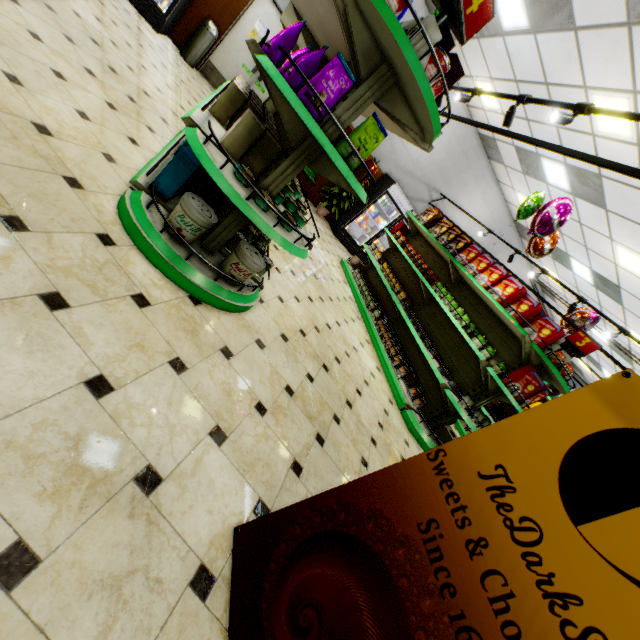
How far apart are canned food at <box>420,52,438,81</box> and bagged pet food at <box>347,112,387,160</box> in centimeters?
30cm

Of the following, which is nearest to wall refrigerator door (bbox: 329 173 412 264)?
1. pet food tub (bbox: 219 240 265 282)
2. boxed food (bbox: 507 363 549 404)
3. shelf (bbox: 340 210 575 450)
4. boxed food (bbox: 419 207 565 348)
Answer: shelf (bbox: 340 210 575 450)

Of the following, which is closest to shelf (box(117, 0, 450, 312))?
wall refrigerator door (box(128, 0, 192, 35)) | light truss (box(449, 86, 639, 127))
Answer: light truss (box(449, 86, 639, 127))

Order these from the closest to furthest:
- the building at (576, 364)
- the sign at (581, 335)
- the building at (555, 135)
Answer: the sign at (581, 335) → the building at (555, 135) → the building at (576, 364)

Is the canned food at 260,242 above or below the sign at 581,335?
below

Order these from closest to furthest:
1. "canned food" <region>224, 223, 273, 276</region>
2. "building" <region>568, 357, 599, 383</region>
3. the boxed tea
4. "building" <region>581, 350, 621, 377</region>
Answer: "canned food" <region>224, 223, 273, 276</region>
the boxed tea
"building" <region>581, 350, 621, 377</region>
"building" <region>568, 357, 599, 383</region>

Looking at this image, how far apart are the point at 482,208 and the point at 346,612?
12.38m

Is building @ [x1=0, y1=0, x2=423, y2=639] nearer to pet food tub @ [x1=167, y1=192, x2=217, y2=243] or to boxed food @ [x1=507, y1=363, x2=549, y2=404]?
pet food tub @ [x1=167, y1=192, x2=217, y2=243]
